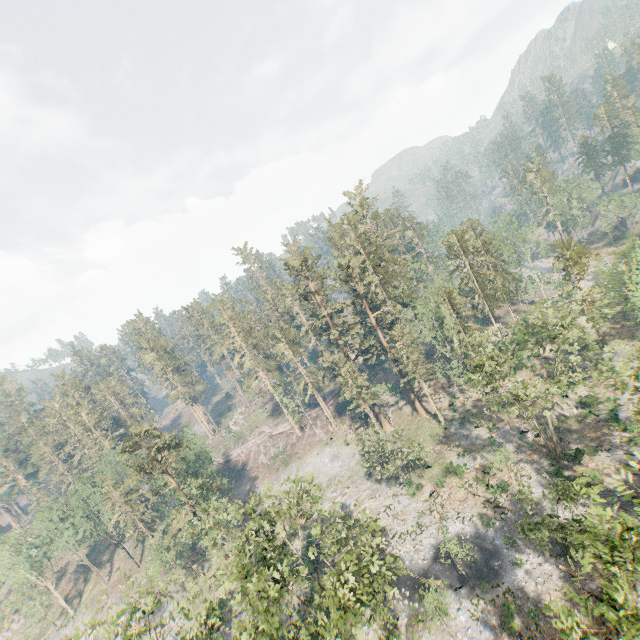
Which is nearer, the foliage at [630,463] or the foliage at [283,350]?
the foliage at [630,463]

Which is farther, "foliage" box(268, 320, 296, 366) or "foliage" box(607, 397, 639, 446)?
"foliage" box(268, 320, 296, 366)

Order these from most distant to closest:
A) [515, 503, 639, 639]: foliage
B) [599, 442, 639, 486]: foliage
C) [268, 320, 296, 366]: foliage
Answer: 1. [268, 320, 296, 366]: foliage
2. [599, 442, 639, 486]: foliage
3. [515, 503, 639, 639]: foliage

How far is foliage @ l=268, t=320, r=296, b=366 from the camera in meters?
58.3 m

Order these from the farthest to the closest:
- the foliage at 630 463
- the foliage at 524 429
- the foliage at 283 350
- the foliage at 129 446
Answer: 1. the foliage at 283 350
2. the foliage at 524 429
3. the foliage at 129 446
4. the foliage at 630 463

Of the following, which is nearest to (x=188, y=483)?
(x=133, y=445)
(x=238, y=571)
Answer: (x=133, y=445)
